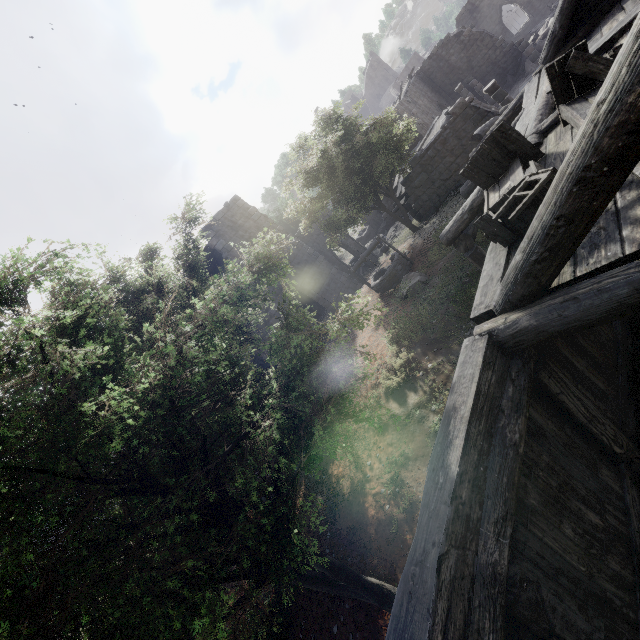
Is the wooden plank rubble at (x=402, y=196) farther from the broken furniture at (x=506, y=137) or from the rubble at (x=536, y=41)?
the broken furniture at (x=506, y=137)

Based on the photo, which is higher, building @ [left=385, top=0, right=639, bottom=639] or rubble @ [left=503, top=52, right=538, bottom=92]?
building @ [left=385, top=0, right=639, bottom=639]

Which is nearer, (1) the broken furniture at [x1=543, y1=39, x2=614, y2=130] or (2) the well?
(1) the broken furniture at [x1=543, y1=39, x2=614, y2=130]

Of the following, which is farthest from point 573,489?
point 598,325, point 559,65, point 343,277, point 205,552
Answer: point 343,277

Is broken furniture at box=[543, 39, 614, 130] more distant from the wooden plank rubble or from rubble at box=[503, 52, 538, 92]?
rubble at box=[503, 52, 538, 92]

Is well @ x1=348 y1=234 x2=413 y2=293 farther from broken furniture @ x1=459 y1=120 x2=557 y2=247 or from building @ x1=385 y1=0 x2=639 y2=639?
broken furniture @ x1=459 y1=120 x2=557 y2=247

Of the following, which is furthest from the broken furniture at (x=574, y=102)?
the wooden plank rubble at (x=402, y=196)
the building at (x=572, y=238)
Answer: the wooden plank rubble at (x=402, y=196)

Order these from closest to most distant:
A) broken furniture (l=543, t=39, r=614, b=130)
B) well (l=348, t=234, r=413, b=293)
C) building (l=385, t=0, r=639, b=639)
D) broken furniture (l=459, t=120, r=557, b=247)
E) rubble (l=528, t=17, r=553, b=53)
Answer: building (l=385, t=0, r=639, b=639) → broken furniture (l=459, t=120, r=557, b=247) → broken furniture (l=543, t=39, r=614, b=130) → well (l=348, t=234, r=413, b=293) → rubble (l=528, t=17, r=553, b=53)
